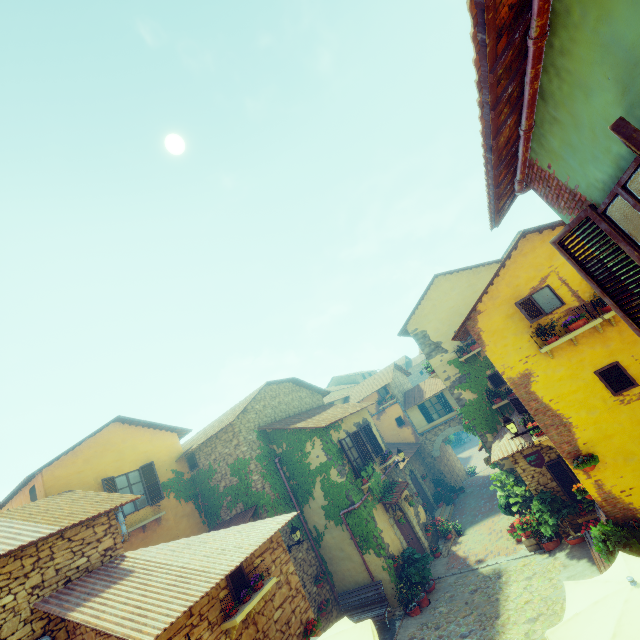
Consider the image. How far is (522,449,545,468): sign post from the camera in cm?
913

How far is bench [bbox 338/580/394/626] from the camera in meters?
11.4

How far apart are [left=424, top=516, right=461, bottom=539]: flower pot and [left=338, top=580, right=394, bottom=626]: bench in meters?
5.7 m

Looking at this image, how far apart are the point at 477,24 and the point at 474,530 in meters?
20.2

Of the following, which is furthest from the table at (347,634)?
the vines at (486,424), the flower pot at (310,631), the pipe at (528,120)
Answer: the vines at (486,424)

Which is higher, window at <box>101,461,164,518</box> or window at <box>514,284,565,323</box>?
window at <box>101,461,164,518</box>

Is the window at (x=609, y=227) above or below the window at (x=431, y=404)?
above

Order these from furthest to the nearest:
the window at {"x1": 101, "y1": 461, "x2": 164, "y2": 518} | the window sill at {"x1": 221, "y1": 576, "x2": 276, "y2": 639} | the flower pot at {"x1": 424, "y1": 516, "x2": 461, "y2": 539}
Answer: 1. the flower pot at {"x1": 424, "y1": 516, "x2": 461, "y2": 539}
2. the window at {"x1": 101, "y1": 461, "x2": 164, "y2": 518}
3. the window sill at {"x1": 221, "y1": 576, "x2": 276, "y2": 639}
